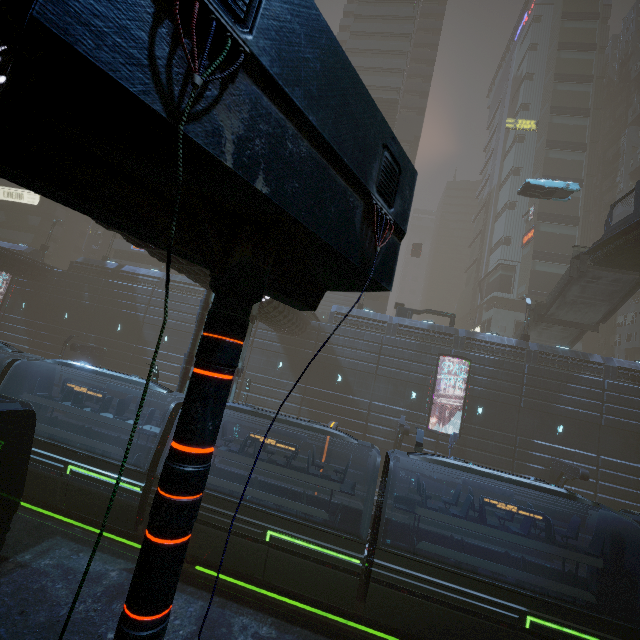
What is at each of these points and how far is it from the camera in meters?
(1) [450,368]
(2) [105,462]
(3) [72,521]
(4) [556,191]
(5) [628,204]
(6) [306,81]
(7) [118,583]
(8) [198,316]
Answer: (1) building, 27.9
(2) train, 12.4
(3) train rail, 13.1
(4) car, 27.4
(5) building, 49.6
(6) sign, 1.9
(7) train rail, 10.8
(8) building, 17.3

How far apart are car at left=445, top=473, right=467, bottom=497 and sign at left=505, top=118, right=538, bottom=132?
55.01m

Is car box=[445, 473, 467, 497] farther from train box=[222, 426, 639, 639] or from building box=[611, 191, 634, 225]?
train box=[222, 426, 639, 639]

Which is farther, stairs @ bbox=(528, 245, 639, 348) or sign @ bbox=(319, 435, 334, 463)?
stairs @ bbox=(528, 245, 639, 348)

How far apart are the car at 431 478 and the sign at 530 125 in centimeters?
5501cm

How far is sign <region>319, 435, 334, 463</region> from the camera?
15.2 meters

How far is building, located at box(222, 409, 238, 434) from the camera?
16.5m
